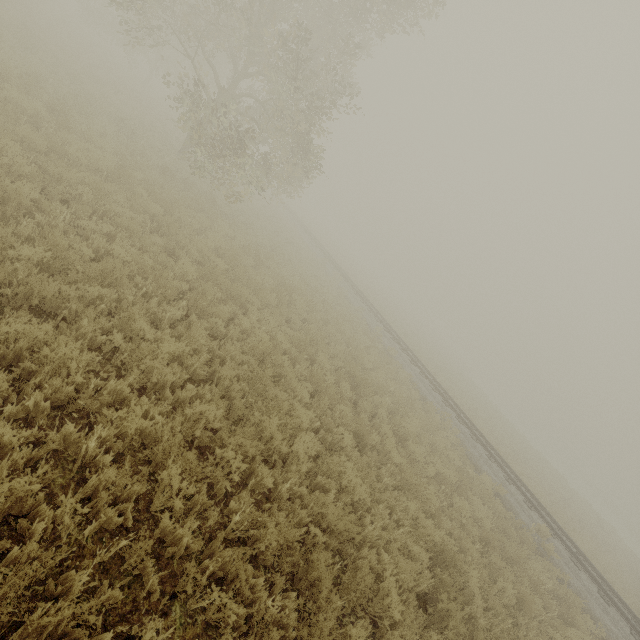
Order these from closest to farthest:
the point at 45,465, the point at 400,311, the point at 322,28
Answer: the point at 45,465 → the point at 322,28 → the point at 400,311
